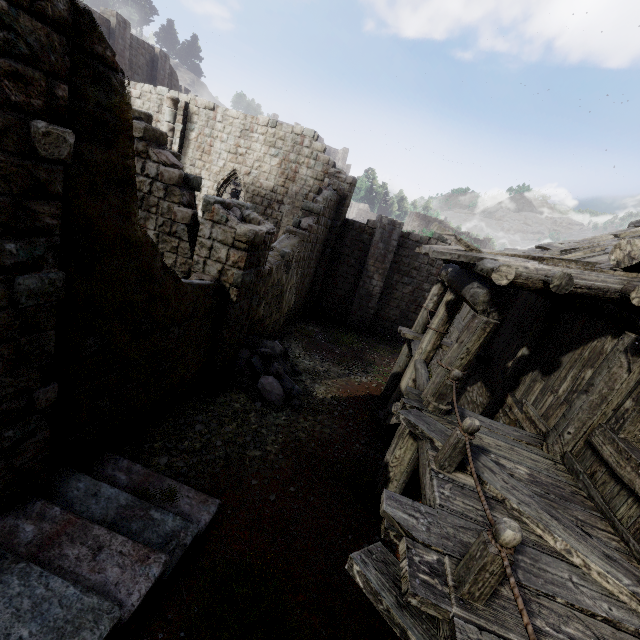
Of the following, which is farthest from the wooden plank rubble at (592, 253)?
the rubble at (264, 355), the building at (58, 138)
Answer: the rubble at (264, 355)

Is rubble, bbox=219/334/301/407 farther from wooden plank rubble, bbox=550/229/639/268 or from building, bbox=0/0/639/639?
wooden plank rubble, bbox=550/229/639/268

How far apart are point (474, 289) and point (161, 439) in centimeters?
666cm

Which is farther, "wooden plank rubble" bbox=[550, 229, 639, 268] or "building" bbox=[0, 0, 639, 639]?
"wooden plank rubble" bbox=[550, 229, 639, 268]

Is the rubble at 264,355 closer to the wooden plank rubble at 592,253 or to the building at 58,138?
the building at 58,138

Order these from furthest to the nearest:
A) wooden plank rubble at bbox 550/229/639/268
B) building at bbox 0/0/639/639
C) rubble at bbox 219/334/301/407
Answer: rubble at bbox 219/334/301/407 → wooden plank rubble at bbox 550/229/639/268 → building at bbox 0/0/639/639

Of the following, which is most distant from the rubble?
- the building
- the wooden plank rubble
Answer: the wooden plank rubble

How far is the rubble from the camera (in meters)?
8.91
